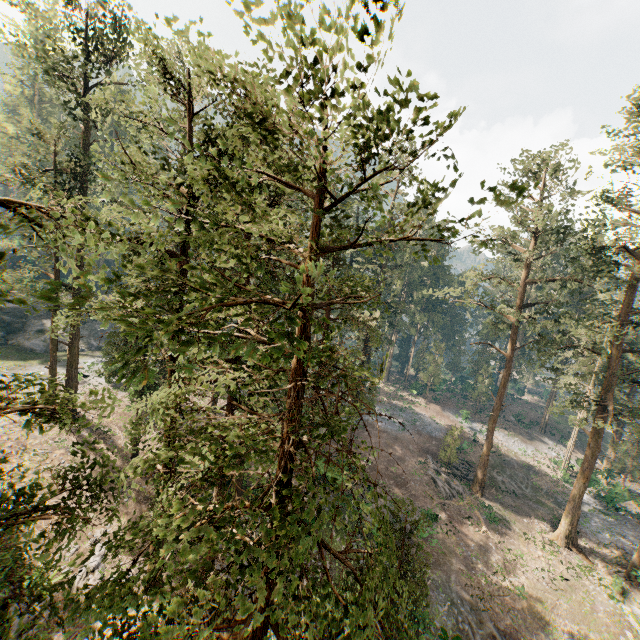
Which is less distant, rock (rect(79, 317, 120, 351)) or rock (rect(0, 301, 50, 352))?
rock (rect(0, 301, 50, 352))

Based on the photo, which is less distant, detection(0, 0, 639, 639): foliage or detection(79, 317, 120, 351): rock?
detection(0, 0, 639, 639): foliage

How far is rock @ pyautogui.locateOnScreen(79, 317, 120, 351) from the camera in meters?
45.5

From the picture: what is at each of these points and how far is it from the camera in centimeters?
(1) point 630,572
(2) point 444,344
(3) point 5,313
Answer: (1) foliage, 2658cm
(2) foliage, 5088cm
(3) rock, 3981cm

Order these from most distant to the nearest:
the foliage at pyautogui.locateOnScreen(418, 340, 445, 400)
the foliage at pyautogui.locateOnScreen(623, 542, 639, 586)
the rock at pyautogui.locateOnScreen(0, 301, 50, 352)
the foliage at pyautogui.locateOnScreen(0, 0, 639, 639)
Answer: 1. the foliage at pyautogui.locateOnScreen(418, 340, 445, 400)
2. the rock at pyautogui.locateOnScreen(0, 301, 50, 352)
3. the foliage at pyautogui.locateOnScreen(623, 542, 639, 586)
4. the foliage at pyautogui.locateOnScreen(0, 0, 639, 639)

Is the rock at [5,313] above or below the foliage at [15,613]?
below

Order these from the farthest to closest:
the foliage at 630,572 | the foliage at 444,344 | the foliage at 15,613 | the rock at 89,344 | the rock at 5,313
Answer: the foliage at 444,344
the rock at 89,344
the rock at 5,313
the foliage at 630,572
the foliage at 15,613
